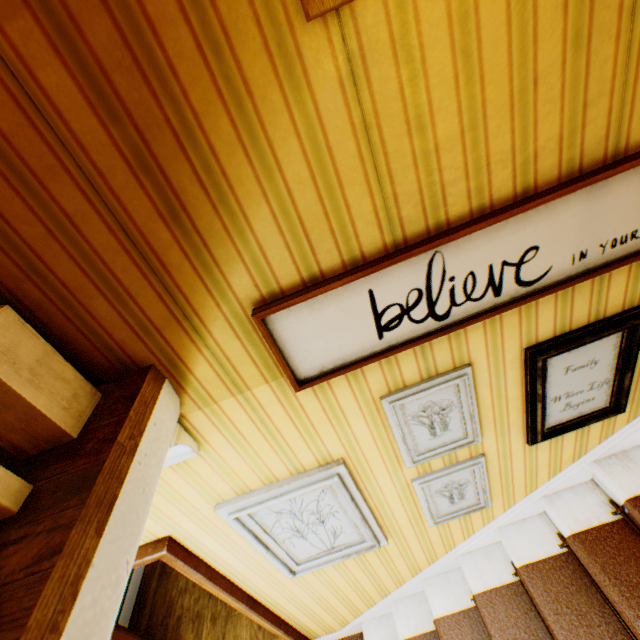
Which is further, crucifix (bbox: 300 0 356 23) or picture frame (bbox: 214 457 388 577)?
picture frame (bbox: 214 457 388 577)

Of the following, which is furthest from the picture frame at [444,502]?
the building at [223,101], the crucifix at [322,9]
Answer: the crucifix at [322,9]

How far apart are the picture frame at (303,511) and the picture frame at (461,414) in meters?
0.3 m

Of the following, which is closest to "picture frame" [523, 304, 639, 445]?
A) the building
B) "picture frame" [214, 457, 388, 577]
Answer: the building

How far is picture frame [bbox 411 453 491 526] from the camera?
1.9 meters

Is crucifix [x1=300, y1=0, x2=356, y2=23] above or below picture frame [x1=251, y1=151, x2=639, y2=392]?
above

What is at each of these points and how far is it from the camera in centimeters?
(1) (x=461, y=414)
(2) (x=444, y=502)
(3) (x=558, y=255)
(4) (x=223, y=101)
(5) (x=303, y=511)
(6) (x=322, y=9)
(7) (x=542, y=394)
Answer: (1) picture frame, 167cm
(2) picture frame, 209cm
(3) picture frame, 124cm
(4) building, 88cm
(5) picture frame, 190cm
(6) crucifix, 78cm
(7) picture frame, 166cm

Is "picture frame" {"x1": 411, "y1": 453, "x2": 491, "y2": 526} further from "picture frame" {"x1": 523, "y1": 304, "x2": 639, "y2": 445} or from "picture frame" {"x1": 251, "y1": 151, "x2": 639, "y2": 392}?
"picture frame" {"x1": 251, "y1": 151, "x2": 639, "y2": 392}
